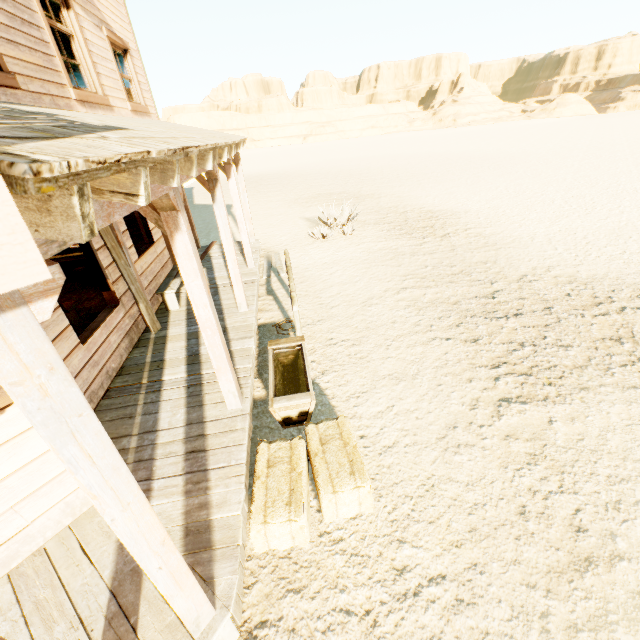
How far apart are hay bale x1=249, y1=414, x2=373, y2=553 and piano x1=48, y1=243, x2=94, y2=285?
7.2m

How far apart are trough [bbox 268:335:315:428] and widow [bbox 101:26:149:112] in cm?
609

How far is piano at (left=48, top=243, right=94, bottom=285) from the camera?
8.05m

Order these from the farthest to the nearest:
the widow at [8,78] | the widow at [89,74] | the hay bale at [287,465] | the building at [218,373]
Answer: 1. the widow at [89,74]
2. the widow at [8,78]
3. the hay bale at [287,465]
4. the building at [218,373]

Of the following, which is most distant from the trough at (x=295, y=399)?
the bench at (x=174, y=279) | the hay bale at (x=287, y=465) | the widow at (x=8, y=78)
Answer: the widow at (x=8, y=78)

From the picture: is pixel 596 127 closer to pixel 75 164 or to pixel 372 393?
pixel 372 393

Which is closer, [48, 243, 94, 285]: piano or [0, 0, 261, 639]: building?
[0, 0, 261, 639]: building

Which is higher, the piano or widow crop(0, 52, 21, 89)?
widow crop(0, 52, 21, 89)
